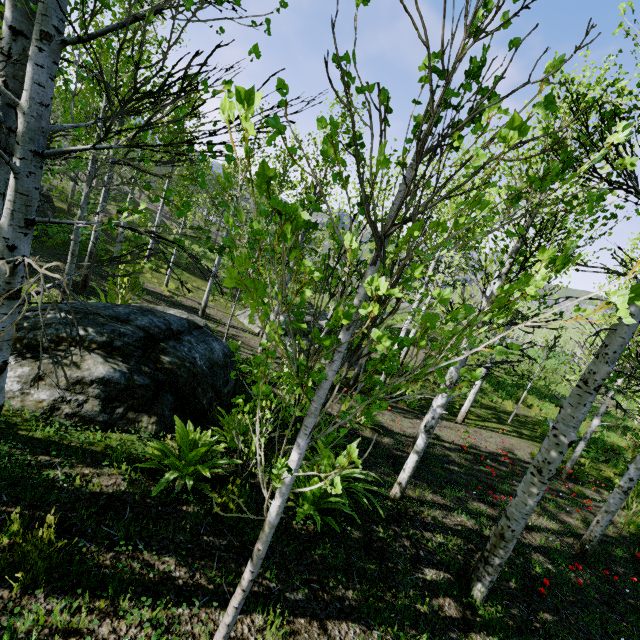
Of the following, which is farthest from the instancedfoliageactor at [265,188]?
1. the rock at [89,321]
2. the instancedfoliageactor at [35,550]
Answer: the instancedfoliageactor at [35,550]

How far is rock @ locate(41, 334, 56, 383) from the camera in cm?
425

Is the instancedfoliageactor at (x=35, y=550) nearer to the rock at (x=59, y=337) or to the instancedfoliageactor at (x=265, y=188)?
the rock at (x=59, y=337)

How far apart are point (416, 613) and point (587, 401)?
3.0 meters

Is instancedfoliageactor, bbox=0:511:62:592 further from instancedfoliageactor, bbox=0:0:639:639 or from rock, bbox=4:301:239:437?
instancedfoliageactor, bbox=0:0:639:639
